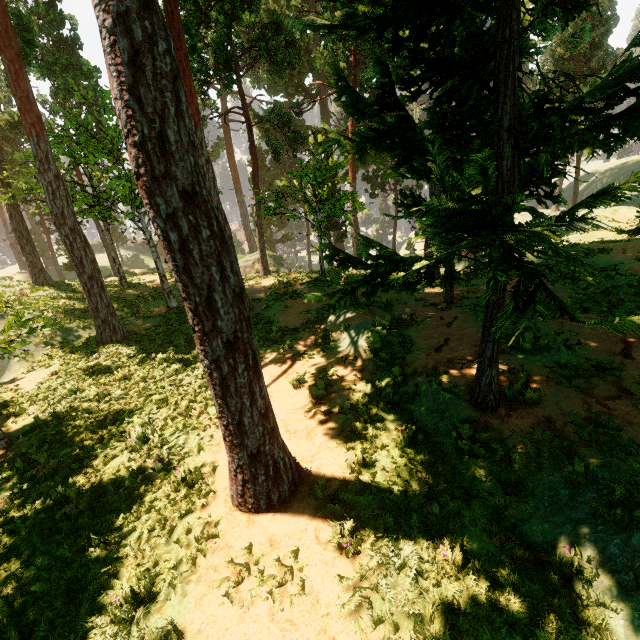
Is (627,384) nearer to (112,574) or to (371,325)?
(371,325)
